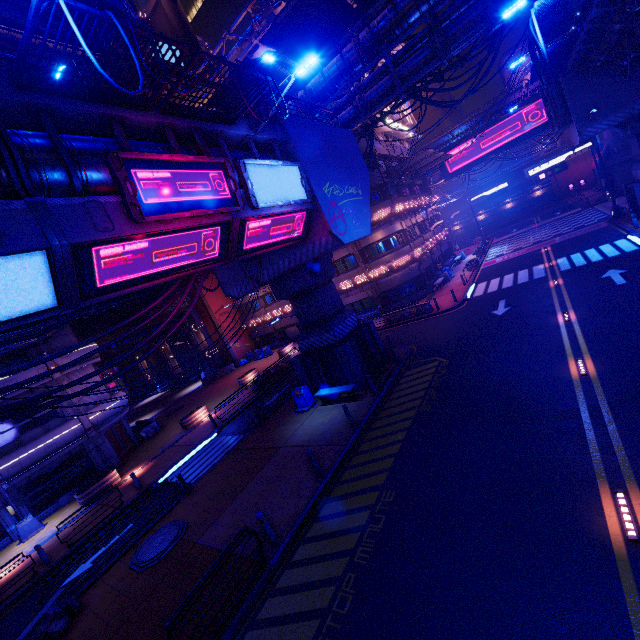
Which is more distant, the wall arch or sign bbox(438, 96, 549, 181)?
sign bbox(438, 96, 549, 181)

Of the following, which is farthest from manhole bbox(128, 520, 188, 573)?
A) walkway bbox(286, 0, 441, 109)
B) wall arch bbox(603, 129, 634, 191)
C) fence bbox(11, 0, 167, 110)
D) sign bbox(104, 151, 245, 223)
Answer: wall arch bbox(603, 129, 634, 191)

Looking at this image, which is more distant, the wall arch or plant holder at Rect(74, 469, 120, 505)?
the wall arch

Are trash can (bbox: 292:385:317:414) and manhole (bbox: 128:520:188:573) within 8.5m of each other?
yes

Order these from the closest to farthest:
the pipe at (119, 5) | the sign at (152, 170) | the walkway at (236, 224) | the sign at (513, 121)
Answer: the walkway at (236, 224) → the sign at (152, 170) → the pipe at (119, 5) → the sign at (513, 121)

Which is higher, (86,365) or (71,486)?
(86,365)

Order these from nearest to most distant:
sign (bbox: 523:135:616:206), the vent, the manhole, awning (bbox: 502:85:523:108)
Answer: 1. the manhole
2. the vent
3. sign (bbox: 523:135:616:206)
4. awning (bbox: 502:85:523:108)

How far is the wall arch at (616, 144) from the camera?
36.2 meters
